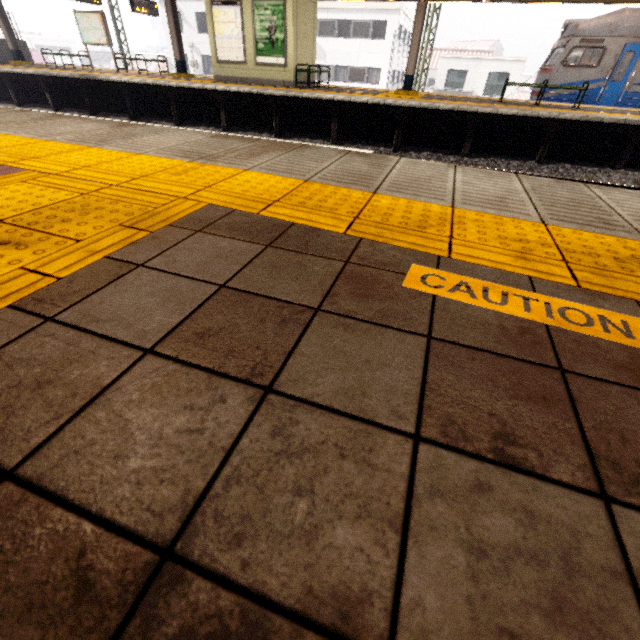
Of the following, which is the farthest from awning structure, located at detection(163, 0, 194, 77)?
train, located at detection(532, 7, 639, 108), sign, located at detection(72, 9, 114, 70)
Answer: train, located at detection(532, 7, 639, 108)

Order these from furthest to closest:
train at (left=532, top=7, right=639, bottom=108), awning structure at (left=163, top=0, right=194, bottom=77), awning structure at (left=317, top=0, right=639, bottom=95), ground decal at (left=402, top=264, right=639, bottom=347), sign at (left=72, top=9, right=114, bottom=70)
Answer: sign at (left=72, top=9, right=114, bottom=70) → awning structure at (left=163, top=0, right=194, bottom=77) → train at (left=532, top=7, right=639, bottom=108) → awning structure at (left=317, top=0, right=639, bottom=95) → ground decal at (left=402, top=264, right=639, bottom=347)

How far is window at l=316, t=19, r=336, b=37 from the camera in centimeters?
2692cm

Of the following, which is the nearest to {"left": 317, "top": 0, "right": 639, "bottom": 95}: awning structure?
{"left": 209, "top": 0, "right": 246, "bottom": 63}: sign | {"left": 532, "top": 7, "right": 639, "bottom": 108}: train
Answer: {"left": 532, "top": 7, "right": 639, "bottom": 108}: train

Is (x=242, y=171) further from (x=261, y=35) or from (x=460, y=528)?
(x=261, y=35)

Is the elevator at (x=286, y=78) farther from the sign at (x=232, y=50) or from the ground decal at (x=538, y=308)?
the ground decal at (x=538, y=308)

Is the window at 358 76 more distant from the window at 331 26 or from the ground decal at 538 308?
the ground decal at 538 308

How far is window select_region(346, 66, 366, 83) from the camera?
28.09m
